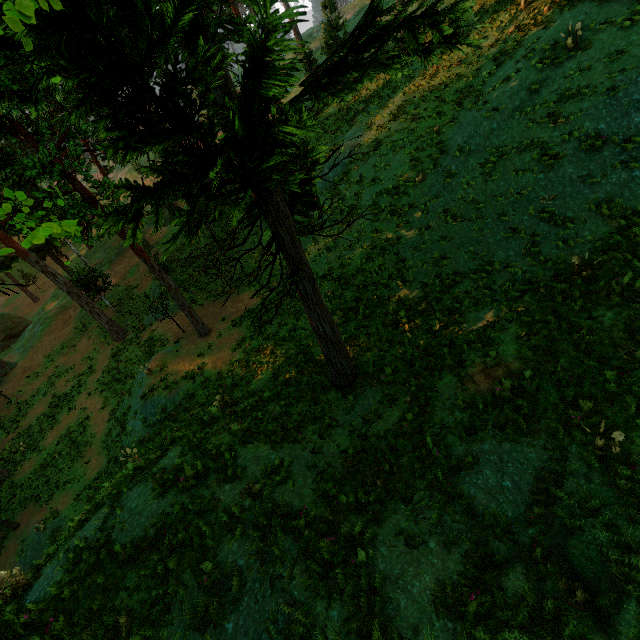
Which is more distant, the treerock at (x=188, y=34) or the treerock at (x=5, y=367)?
the treerock at (x=5, y=367)

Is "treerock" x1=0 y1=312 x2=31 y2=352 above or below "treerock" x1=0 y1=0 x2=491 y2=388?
below

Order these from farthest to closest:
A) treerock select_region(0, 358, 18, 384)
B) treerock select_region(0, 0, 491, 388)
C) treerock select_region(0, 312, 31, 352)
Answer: treerock select_region(0, 312, 31, 352) → treerock select_region(0, 358, 18, 384) → treerock select_region(0, 0, 491, 388)

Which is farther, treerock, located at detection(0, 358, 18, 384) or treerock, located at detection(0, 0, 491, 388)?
treerock, located at detection(0, 358, 18, 384)

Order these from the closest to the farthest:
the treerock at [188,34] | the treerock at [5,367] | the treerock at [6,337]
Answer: the treerock at [188,34]
the treerock at [5,367]
the treerock at [6,337]

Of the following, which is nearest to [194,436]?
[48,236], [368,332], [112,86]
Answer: [368,332]
